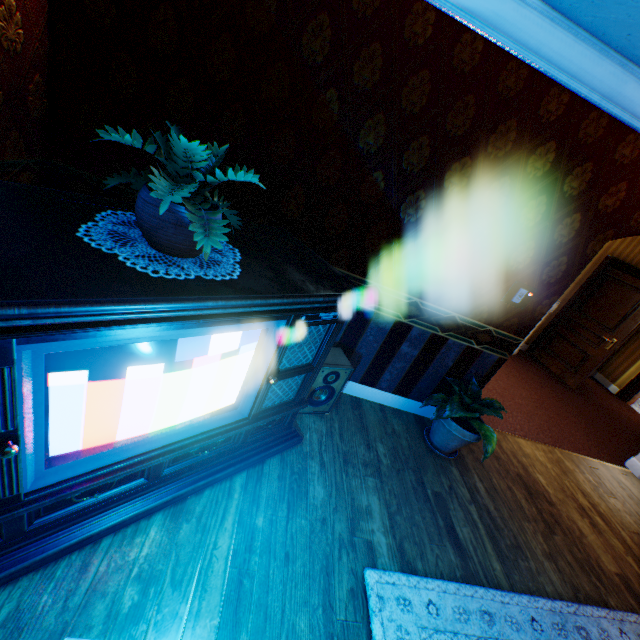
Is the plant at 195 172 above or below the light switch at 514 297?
above

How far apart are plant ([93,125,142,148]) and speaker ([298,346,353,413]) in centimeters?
173cm

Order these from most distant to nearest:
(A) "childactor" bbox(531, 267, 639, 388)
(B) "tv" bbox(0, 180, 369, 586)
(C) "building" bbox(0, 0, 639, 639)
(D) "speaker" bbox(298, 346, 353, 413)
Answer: (A) "childactor" bbox(531, 267, 639, 388), (D) "speaker" bbox(298, 346, 353, 413), (C) "building" bbox(0, 0, 639, 639), (B) "tv" bbox(0, 180, 369, 586)

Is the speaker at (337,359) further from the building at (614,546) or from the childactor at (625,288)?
the childactor at (625,288)

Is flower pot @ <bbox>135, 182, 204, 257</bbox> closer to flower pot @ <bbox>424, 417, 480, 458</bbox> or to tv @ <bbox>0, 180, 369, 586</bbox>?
tv @ <bbox>0, 180, 369, 586</bbox>

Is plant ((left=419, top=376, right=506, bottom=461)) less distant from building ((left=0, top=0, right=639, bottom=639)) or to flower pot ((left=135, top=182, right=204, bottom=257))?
building ((left=0, top=0, right=639, bottom=639))

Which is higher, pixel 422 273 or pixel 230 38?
pixel 230 38

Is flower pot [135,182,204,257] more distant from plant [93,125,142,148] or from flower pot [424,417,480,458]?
flower pot [424,417,480,458]
